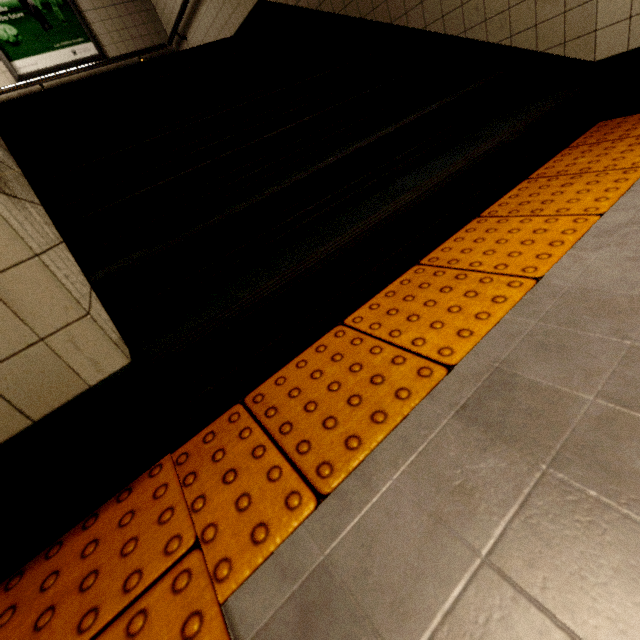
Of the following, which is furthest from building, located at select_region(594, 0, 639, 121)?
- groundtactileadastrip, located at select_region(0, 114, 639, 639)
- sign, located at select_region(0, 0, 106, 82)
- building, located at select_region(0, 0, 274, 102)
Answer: sign, located at select_region(0, 0, 106, 82)

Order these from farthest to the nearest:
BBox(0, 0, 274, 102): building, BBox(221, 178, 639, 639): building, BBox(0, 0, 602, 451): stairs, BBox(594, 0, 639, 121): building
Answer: BBox(0, 0, 274, 102): building
BBox(594, 0, 639, 121): building
BBox(0, 0, 602, 451): stairs
BBox(221, 178, 639, 639): building

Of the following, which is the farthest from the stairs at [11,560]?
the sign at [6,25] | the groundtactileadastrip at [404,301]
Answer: the sign at [6,25]

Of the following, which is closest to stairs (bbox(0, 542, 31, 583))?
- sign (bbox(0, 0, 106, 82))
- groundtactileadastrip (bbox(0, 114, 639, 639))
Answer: groundtactileadastrip (bbox(0, 114, 639, 639))

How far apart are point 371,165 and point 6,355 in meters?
1.6 m

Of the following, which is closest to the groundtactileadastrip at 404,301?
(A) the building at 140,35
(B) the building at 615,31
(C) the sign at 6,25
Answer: (B) the building at 615,31
